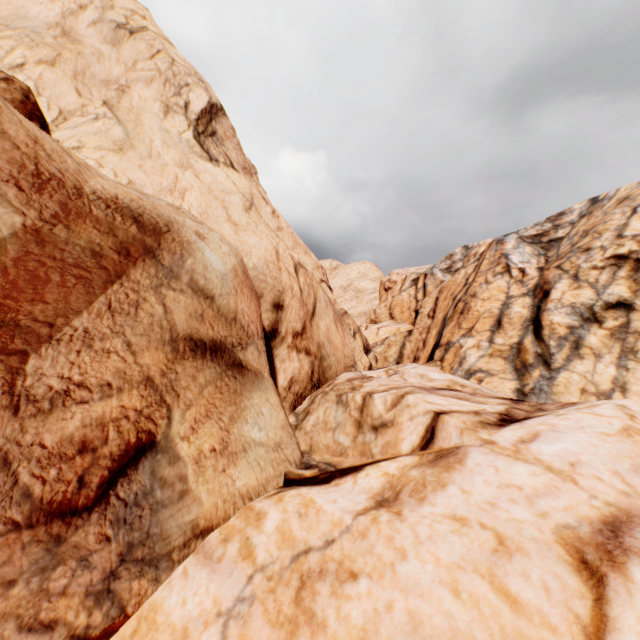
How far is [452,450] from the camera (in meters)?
4.00
